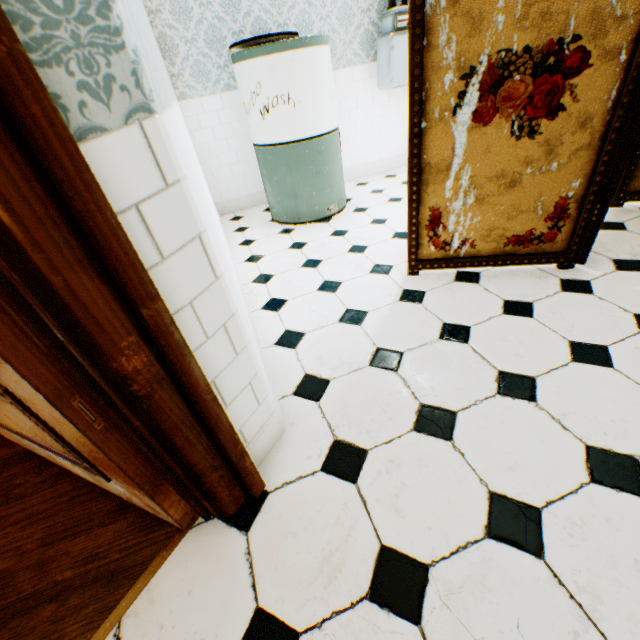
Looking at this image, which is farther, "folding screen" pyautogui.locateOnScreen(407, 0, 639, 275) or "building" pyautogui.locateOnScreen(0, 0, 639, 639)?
"folding screen" pyautogui.locateOnScreen(407, 0, 639, 275)

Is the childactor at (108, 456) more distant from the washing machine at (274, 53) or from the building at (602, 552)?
the washing machine at (274, 53)

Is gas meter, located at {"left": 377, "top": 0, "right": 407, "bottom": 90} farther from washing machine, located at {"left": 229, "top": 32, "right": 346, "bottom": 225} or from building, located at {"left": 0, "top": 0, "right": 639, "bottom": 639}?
washing machine, located at {"left": 229, "top": 32, "right": 346, "bottom": 225}

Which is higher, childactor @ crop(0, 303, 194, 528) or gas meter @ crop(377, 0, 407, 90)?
gas meter @ crop(377, 0, 407, 90)

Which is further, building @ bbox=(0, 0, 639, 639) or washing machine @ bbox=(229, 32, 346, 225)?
washing machine @ bbox=(229, 32, 346, 225)

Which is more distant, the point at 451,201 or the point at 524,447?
the point at 451,201

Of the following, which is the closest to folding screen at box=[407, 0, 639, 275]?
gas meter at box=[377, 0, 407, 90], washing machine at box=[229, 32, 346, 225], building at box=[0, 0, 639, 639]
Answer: building at box=[0, 0, 639, 639]

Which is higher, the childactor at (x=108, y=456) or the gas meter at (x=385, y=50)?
the gas meter at (x=385, y=50)
